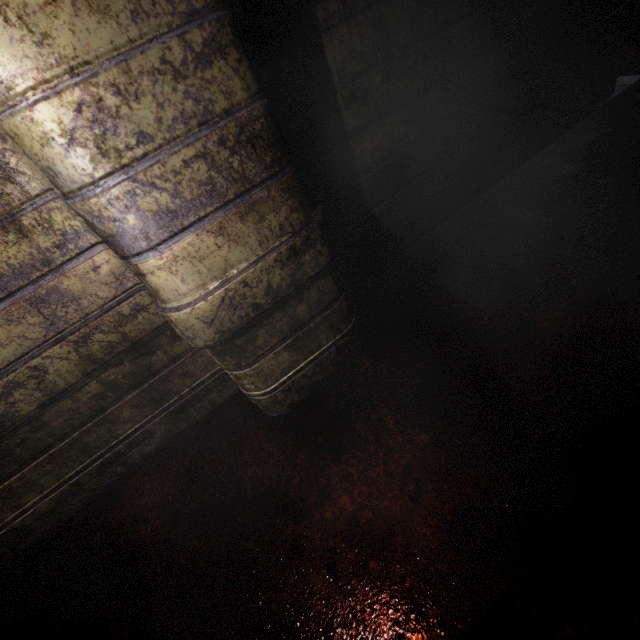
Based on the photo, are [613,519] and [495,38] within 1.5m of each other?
no
